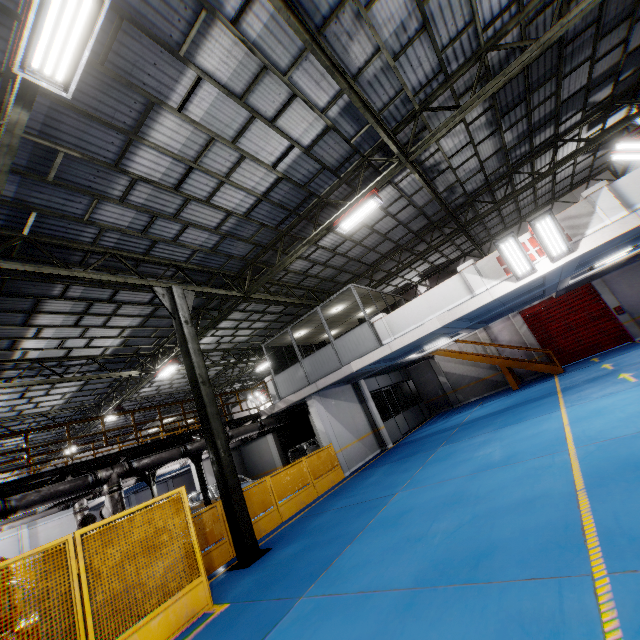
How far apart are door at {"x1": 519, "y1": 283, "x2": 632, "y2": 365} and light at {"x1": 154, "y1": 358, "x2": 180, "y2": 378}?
20.3 meters

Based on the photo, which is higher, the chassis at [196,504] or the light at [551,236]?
the light at [551,236]

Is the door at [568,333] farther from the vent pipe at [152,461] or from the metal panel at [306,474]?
the vent pipe at [152,461]

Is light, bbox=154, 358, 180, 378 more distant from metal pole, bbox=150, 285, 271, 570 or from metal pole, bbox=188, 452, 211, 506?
metal pole, bbox=150, 285, 271, 570

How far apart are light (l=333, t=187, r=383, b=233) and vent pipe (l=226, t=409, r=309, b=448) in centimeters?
1042cm

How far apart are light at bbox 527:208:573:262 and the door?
12.0m

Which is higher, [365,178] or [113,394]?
[365,178]

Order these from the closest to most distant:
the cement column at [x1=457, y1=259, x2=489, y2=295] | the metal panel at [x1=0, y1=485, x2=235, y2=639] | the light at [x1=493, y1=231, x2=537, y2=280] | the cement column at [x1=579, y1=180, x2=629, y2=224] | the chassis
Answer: the metal panel at [x1=0, y1=485, x2=235, y2=639] → the cement column at [x1=579, y1=180, x2=629, y2=224] → the light at [x1=493, y1=231, x2=537, y2=280] → the cement column at [x1=457, y1=259, x2=489, y2=295] → the chassis
